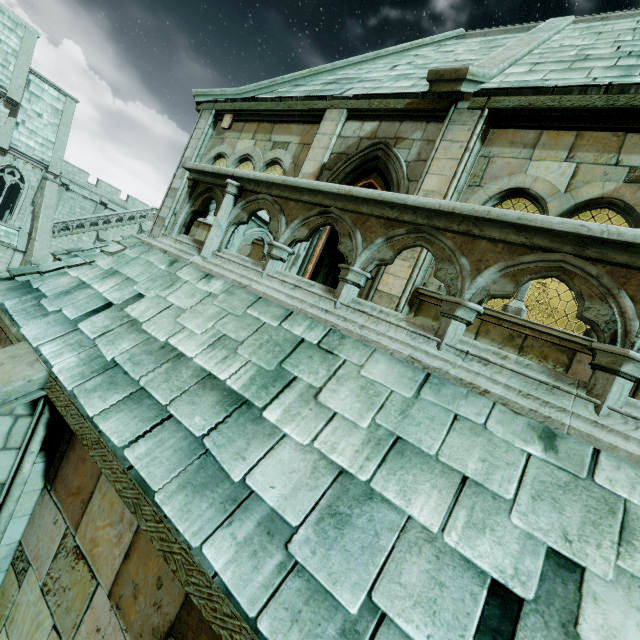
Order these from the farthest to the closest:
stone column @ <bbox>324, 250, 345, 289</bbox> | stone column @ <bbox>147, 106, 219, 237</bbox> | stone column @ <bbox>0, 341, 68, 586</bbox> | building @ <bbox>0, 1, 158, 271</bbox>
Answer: building @ <bbox>0, 1, 158, 271</bbox> < stone column @ <bbox>324, 250, 345, 289</bbox> < stone column @ <bbox>147, 106, 219, 237</bbox> < stone column @ <bbox>0, 341, 68, 586</bbox>

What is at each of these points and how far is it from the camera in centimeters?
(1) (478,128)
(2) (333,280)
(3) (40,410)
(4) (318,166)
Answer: (1) stone column, 490cm
(2) stone column, 1582cm
(3) stone column, 294cm
(4) stone column, 633cm

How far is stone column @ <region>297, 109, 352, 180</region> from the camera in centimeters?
630cm

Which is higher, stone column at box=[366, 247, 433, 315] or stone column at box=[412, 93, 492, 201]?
stone column at box=[412, 93, 492, 201]

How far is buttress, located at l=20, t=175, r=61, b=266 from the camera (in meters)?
22.78

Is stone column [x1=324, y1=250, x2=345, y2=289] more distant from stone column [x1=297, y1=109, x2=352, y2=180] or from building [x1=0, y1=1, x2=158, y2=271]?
stone column [x1=297, y1=109, x2=352, y2=180]

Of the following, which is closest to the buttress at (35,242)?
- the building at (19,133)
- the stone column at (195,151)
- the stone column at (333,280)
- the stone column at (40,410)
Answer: the building at (19,133)

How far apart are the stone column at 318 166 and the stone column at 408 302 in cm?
187
